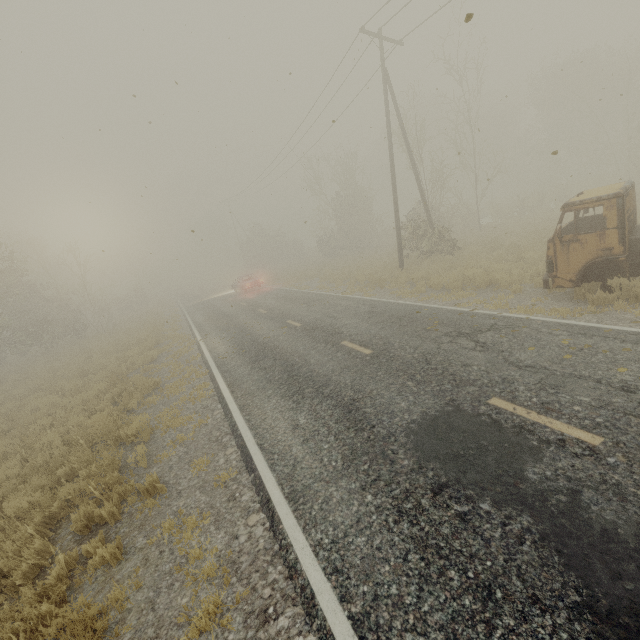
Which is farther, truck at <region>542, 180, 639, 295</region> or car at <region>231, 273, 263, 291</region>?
car at <region>231, 273, 263, 291</region>

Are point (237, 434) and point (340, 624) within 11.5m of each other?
yes

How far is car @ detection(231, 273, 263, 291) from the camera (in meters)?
27.50

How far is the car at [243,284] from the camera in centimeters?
2750cm

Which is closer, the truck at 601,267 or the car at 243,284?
the truck at 601,267
